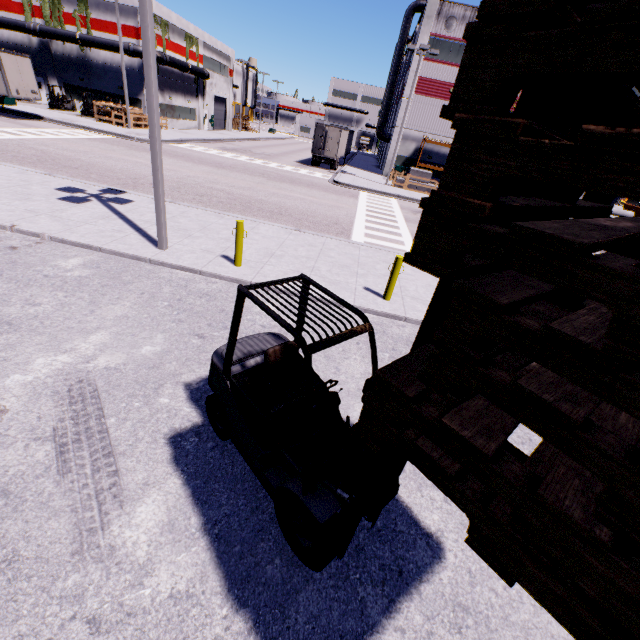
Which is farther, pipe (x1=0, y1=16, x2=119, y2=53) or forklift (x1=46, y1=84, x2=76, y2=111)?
forklift (x1=46, y1=84, x2=76, y2=111)

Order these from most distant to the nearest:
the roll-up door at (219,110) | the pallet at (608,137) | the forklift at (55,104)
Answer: the roll-up door at (219,110) → the forklift at (55,104) → the pallet at (608,137)

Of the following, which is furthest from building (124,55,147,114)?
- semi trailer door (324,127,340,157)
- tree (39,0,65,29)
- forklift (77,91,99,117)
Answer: semi trailer door (324,127,340,157)

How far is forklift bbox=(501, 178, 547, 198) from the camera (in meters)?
1.14

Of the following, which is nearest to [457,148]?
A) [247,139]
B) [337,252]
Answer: [337,252]

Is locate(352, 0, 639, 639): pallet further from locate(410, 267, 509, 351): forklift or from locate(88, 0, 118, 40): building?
locate(88, 0, 118, 40): building

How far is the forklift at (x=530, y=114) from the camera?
1.30m

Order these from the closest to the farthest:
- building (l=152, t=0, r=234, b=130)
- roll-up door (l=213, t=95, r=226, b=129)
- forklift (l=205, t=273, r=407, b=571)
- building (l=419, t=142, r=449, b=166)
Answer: forklift (l=205, t=273, r=407, b=571), building (l=419, t=142, r=449, b=166), building (l=152, t=0, r=234, b=130), roll-up door (l=213, t=95, r=226, b=129)
